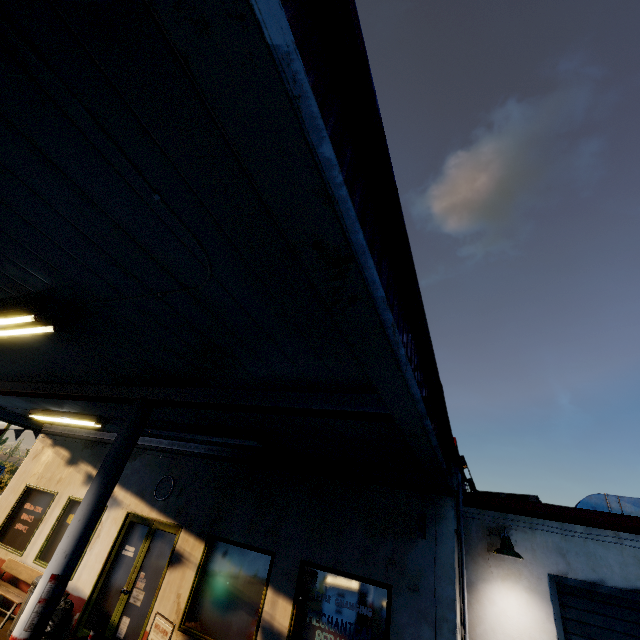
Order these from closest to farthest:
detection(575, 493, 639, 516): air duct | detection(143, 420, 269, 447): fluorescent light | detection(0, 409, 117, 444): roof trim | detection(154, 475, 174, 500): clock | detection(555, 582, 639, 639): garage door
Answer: detection(555, 582, 639, 639): garage door < detection(143, 420, 269, 447): fluorescent light < detection(575, 493, 639, 516): air duct < detection(154, 475, 174, 500): clock < detection(0, 409, 117, 444): roof trim

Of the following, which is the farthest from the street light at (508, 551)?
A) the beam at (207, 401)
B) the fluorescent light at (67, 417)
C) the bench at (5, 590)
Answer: the bench at (5, 590)

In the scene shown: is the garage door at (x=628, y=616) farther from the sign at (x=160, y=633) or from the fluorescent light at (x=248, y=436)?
the sign at (x=160, y=633)

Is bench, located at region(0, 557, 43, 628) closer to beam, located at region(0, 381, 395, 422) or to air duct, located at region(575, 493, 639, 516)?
beam, located at region(0, 381, 395, 422)

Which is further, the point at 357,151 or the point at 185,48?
the point at 357,151

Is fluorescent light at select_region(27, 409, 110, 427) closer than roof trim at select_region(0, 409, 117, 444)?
Yes

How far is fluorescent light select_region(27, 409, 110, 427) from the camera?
7.6 meters

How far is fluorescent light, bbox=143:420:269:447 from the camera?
5.7m
